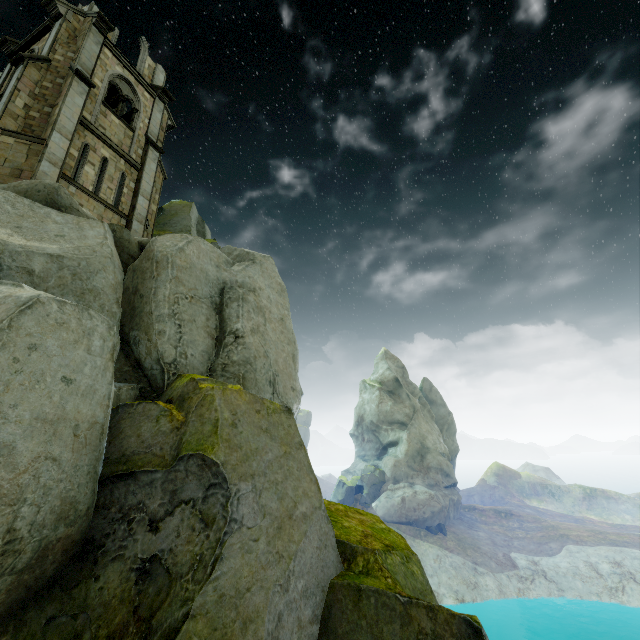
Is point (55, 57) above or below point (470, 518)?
above

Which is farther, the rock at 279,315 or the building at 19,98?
the building at 19,98

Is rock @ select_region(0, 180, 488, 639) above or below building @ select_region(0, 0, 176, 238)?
below

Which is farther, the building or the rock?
the building

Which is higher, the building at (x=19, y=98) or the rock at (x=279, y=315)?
the building at (x=19, y=98)
